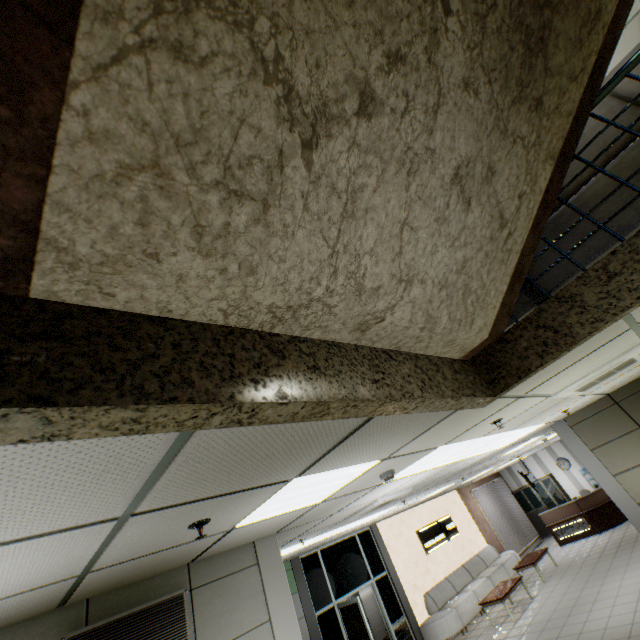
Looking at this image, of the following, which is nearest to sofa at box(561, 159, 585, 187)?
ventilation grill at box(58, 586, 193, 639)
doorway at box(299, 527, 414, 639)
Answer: ventilation grill at box(58, 586, 193, 639)

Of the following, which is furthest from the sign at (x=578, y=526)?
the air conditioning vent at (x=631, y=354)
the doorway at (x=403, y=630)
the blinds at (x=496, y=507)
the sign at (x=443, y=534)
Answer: the air conditioning vent at (x=631, y=354)

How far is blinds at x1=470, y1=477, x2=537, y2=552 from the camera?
14.3 meters

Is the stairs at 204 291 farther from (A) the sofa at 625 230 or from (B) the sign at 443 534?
(B) the sign at 443 534

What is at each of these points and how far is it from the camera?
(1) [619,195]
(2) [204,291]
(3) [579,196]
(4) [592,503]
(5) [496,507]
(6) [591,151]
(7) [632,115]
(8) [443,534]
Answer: (1) sofa, 2.09m
(2) stairs, 0.96m
(3) sofa, 2.25m
(4) desk, 12.55m
(5) blinds, 15.30m
(6) sofa, 2.25m
(7) sofa, 2.11m
(8) sign, 12.17m

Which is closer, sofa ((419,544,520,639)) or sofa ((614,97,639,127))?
sofa ((614,97,639,127))

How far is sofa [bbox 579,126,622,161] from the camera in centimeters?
217cm
